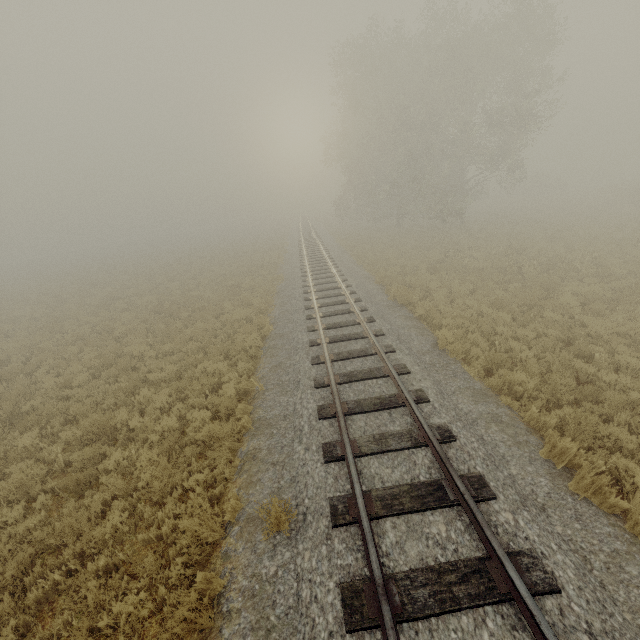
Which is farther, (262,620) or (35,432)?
(35,432)

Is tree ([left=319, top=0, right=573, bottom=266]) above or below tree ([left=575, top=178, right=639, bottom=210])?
above

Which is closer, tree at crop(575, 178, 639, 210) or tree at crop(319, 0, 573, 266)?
tree at crop(319, 0, 573, 266)

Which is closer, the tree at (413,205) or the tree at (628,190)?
the tree at (413,205)

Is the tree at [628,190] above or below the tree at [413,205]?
below
